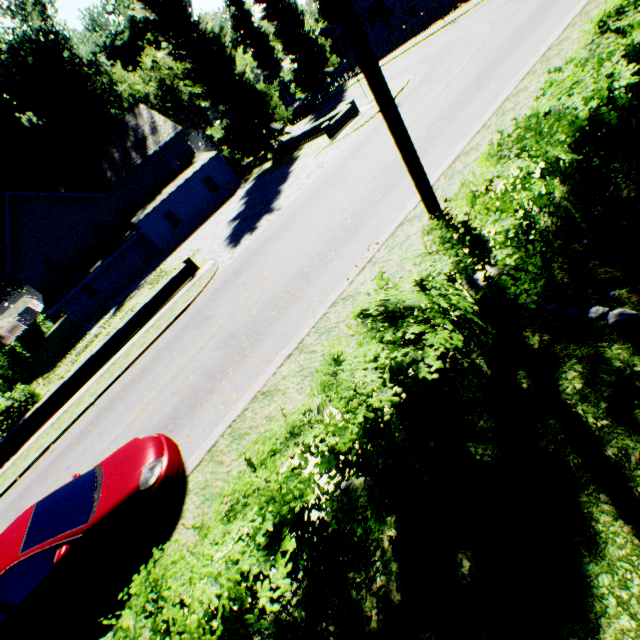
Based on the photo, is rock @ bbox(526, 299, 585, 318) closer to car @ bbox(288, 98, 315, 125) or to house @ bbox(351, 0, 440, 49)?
house @ bbox(351, 0, 440, 49)

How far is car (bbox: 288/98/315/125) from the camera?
38.6 meters

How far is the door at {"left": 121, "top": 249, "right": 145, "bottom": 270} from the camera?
32.3m

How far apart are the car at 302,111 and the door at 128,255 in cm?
2554

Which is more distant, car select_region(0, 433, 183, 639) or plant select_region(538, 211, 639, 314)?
car select_region(0, 433, 183, 639)

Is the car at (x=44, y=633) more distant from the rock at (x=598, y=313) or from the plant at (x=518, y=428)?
the plant at (x=518, y=428)

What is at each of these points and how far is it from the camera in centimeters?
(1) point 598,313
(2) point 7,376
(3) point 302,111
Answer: (1) rock, 374cm
(2) hedge, 2752cm
(3) car, 3909cm

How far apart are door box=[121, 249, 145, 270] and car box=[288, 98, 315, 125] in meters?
25.5 m
